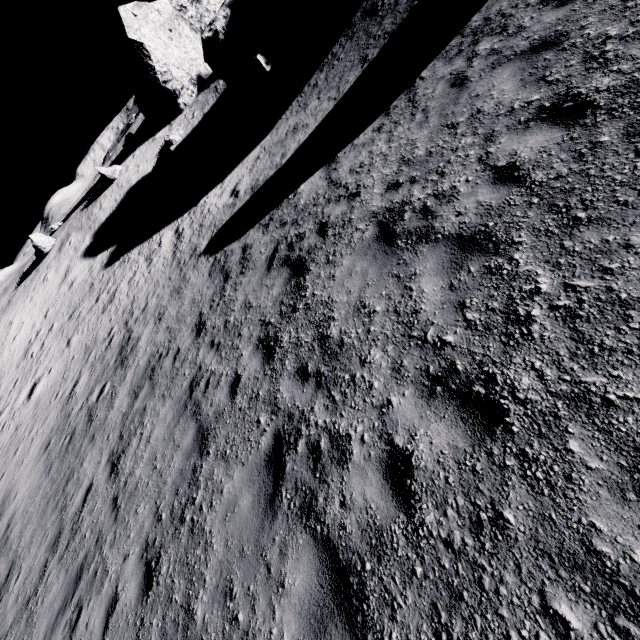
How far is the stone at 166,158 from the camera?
26.8 meters

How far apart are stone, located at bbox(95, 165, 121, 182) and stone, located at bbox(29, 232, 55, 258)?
7.25m

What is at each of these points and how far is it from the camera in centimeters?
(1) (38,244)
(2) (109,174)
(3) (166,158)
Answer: (1) stone, 2911cm
(2) stone, 2989cm
(3) stone, 2689cm

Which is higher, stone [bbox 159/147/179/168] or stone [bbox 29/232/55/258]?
stone [bbox 29/232/55/258]

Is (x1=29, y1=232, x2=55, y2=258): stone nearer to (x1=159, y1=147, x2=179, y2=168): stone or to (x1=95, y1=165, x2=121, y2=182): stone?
(x1=95, y1=165, x2=121, y2=182): stone

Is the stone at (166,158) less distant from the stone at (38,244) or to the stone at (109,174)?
the stone at (109,174)

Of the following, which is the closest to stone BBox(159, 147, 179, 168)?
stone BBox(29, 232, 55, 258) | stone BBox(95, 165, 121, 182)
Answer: stone BBox(95, 165, 121, 182)
